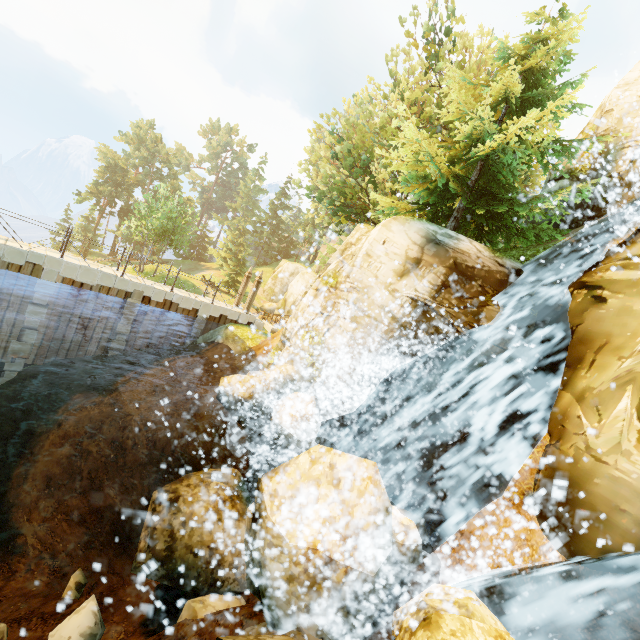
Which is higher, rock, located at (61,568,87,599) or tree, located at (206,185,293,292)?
tree, located at (206,185,293,292)

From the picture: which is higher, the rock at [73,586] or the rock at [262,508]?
the rock at [262,508]

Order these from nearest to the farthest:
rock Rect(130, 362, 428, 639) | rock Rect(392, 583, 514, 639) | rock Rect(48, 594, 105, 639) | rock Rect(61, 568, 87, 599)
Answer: rock Rect(392, 583, 514, 639), rock Rect(130, 362, 428, 639), rock Rect(48, 594, 105, 639), rock Rect(61, 568, 87, 599)

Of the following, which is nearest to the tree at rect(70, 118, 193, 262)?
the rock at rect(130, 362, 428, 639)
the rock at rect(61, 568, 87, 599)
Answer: the rock at rect(130, 362, 428, 639)

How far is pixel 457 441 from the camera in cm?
762

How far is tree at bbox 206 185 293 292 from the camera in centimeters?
4166cm

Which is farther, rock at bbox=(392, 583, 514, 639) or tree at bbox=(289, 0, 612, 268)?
tree at bbox=(289, 0, 612, 268)

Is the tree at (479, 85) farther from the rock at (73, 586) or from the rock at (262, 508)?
the rock at (73, 586)
